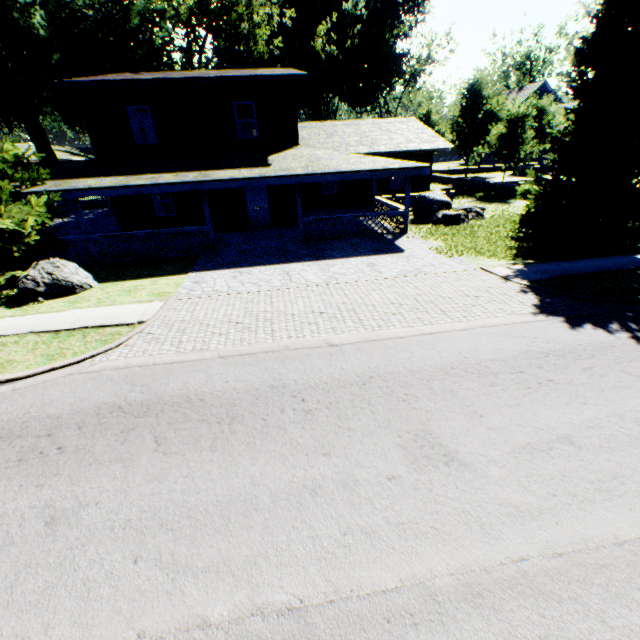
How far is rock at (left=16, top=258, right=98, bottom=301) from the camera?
10.1m

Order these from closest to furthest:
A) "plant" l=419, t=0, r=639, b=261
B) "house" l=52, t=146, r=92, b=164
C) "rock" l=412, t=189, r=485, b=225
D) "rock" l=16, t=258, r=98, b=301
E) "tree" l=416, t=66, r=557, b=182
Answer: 1. "rock" l=16, t=258, r=98, b=301
2. "plant" l=419, t=0, r=639, b=261
3. "rock" l=412, t=189, r=485, b=225
4. "tree" l=416, t=66, r=557, b=182
5. "house" l=52, t=146, r=92, b=164

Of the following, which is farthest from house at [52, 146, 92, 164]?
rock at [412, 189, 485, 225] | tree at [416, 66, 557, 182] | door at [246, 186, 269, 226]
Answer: rock at [412, 189, 485, 225]

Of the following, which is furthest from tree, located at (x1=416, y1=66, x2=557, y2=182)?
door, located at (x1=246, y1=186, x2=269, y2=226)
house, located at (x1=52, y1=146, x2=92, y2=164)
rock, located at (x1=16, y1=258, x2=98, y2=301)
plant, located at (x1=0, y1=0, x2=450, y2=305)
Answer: house, located at (x1=52, y1=146, x2=92, y2=164)

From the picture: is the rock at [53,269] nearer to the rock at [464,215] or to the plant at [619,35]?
A: the plant at [619,35]

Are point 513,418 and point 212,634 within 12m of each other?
yes

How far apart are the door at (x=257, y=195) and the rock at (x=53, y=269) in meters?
8.9

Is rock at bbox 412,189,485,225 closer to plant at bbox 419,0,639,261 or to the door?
plant at bbox 419,0,639,261
